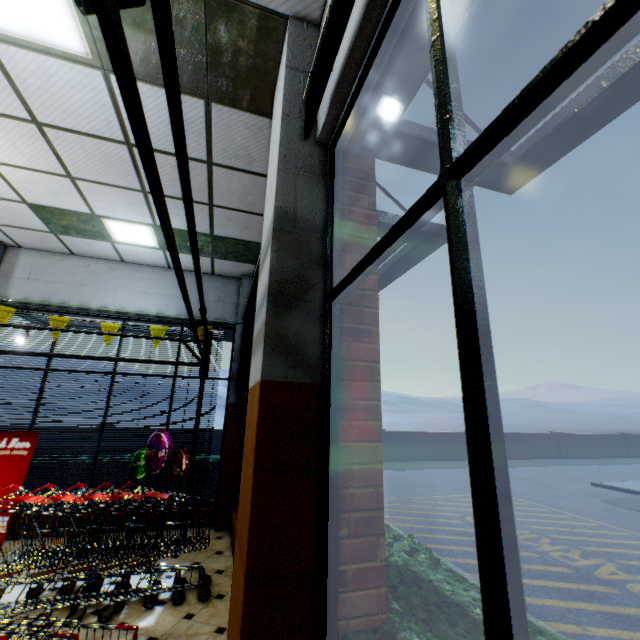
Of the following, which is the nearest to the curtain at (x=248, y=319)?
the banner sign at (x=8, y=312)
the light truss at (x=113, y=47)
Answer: the light truss at (x=113, y=47)

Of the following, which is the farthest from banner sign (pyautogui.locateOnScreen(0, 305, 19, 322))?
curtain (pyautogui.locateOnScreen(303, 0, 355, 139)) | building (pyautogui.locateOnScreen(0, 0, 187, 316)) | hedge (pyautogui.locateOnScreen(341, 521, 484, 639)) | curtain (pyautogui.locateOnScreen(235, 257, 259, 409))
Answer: curtain (pyautogui.locateOnScreen(303, 0, 355, 139))

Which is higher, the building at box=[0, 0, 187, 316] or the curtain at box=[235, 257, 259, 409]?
the building at box=[0, 0, 187, 316]

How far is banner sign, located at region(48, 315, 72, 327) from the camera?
5.8m

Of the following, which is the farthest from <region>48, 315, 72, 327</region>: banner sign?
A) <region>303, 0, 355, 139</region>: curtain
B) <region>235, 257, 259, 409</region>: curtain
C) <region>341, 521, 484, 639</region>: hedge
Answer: <region>303, 0, 355, 139</region>: curtain

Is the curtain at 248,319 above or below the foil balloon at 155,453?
above

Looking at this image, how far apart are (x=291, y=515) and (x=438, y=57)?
1.94m

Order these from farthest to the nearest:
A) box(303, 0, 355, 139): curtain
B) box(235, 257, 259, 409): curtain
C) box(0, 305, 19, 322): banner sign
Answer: box(0, 305, 19, 322): banner sign < box(235, 257, 259, 409): curtain < box(303, 0, 355, 139): curtain
